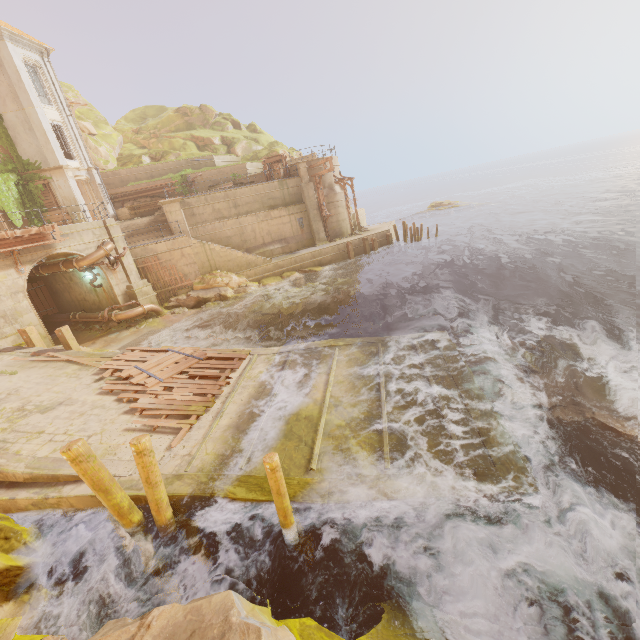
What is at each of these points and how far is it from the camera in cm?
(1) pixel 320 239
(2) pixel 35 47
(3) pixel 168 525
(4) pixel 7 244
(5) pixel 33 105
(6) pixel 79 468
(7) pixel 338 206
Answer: (1) pillar, 2867
(2) trim, 2336
(3) beam, 645
(4) trim, 1509
(5) column, 2266
(6) beam, 577
(7) building, 2916

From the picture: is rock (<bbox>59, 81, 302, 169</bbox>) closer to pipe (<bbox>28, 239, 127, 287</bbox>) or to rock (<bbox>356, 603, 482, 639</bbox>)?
pipe (<bbox>28, 239, 127, 287</bbox>)

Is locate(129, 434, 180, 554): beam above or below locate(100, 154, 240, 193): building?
below

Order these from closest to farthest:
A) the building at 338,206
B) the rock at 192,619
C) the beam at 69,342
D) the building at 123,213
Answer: the rock at 192,619 < the beam at 69,342 < the building at 338,206 < the building at 123,213

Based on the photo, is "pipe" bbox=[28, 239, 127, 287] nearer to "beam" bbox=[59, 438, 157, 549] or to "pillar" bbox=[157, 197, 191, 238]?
"pillar" bbox=[157, 197, 191, 238]

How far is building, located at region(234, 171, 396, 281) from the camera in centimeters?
2506cm

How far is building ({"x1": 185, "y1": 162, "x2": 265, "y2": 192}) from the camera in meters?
29.3 m

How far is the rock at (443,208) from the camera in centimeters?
4772cm
